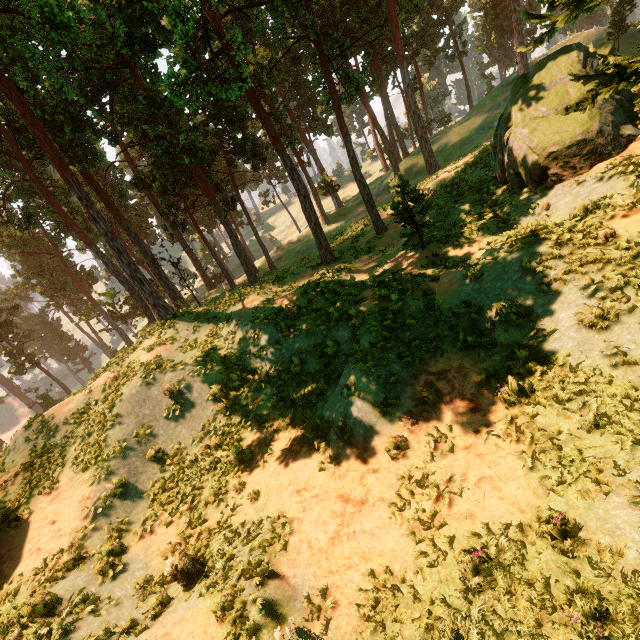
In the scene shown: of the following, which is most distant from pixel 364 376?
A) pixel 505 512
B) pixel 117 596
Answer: pixel 117 596

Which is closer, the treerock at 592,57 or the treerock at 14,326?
the treerock at 592,57

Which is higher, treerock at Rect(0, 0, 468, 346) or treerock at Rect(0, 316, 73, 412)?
treerock at Rect(0, 0, 468, 346)

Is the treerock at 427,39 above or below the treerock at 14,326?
above

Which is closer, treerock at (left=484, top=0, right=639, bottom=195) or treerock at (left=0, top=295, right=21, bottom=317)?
treerock at (left=484, top=0, right=639, bottom=195)
